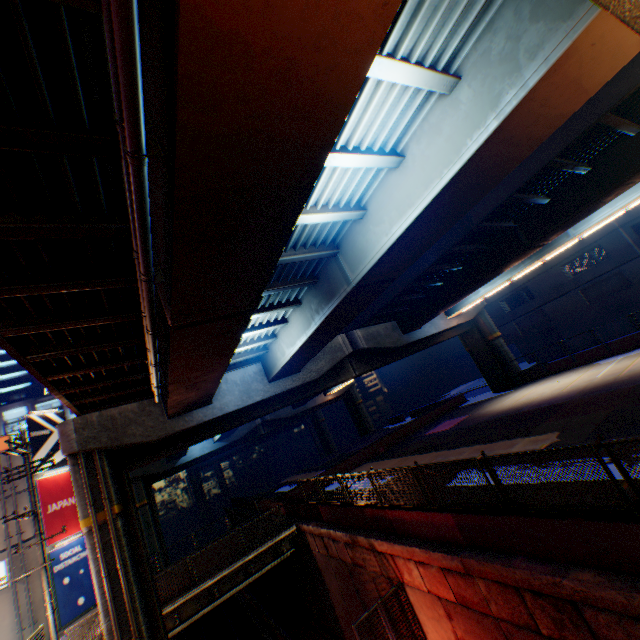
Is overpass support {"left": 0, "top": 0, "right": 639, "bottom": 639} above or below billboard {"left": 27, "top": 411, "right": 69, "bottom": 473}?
below

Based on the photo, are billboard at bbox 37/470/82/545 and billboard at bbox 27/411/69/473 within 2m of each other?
yes

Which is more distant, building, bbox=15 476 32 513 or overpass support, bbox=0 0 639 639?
building, bbox=15 476 32 513

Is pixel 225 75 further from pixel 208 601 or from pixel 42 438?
pixel 42 438

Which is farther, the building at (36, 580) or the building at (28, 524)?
the building at (28, 524)

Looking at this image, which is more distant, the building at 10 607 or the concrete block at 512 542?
the building at 10 607

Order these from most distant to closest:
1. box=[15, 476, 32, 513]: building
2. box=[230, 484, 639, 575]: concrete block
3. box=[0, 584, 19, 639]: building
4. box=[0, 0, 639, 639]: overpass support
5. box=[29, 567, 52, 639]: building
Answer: box=[15, 476, 32, 513]: building
box=[29, 567, 52, 639]: building
box=[0, 584, 19, 639]: building
box=[230, 484, 639, 575]: concrete block
box=[0, 0, 639, 639]: overpass support
